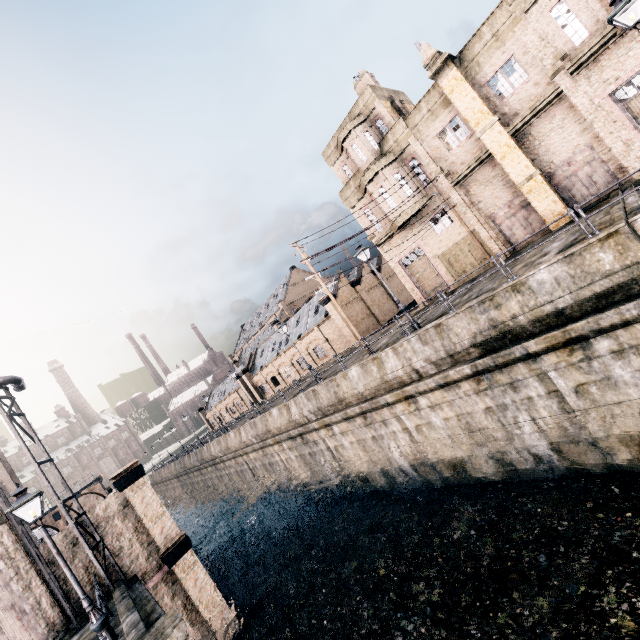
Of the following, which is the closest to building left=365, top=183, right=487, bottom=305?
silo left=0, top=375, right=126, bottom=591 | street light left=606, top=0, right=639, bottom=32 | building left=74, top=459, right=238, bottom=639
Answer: street light left=606, top=0, right=639, bottom=32

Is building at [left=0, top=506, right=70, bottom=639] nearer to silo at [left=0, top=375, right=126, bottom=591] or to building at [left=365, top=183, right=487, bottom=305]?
silo at [left=0, top=375, right=126, bottom=591]

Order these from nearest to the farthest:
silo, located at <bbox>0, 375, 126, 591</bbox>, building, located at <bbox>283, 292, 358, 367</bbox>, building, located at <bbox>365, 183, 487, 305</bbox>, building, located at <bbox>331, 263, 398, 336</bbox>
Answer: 1. silo, located at <bbox>0, 375, 126, 591</bbox>
2. building, located at <bbox>365, 183, 487, 305</bbox>
3. building, located at <bbox>283, 292, 358, 367</bbox>
4. building, located at <bbox>331, 263, 398, 336</bbox>

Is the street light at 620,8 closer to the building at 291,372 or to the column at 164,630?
the column at 164,630

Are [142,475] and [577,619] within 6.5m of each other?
no

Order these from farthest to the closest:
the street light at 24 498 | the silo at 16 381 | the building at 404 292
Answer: the building at 404 292 → the silo at 16 381 → the street light at 24 498

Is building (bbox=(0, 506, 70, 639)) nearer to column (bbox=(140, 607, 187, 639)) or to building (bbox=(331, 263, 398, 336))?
column (bbox=(140, 607, 187, 639))

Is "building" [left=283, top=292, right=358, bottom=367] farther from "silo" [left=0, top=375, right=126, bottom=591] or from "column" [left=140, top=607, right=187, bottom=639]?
"column" [left=140, top=607, right=187, bottom=639]
